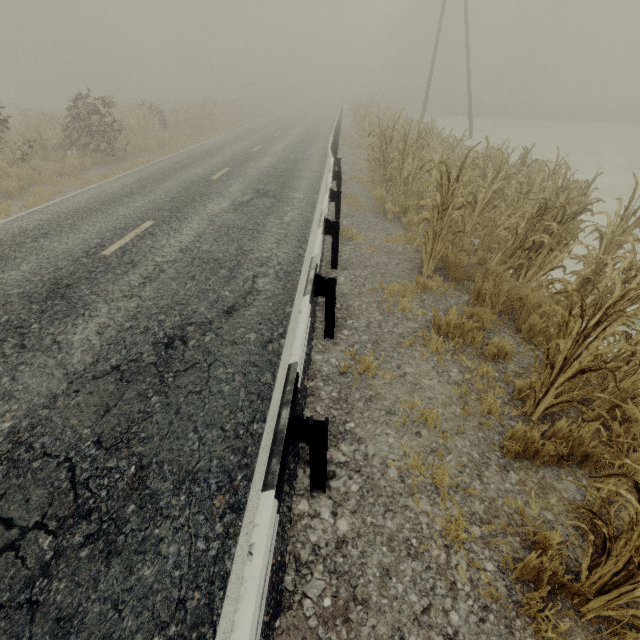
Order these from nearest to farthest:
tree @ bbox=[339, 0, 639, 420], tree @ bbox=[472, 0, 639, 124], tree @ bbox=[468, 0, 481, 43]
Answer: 1. tree @ bbox=[339, 0, 639, 420]
2. tree @ bbox=[472, 0, 639, 124]
3. tree @ bbox=[468, 0, 481, 43]

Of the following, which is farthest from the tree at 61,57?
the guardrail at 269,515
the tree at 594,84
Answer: the tree at 594,84

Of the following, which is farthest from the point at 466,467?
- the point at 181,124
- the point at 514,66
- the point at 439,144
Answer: the point at 514,66

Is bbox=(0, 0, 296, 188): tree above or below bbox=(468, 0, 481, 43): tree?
below

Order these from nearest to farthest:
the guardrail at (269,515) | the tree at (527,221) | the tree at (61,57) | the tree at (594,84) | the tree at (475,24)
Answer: the guardrail at (269,515)
the tree at (527,221)
the tree at (61,57)
the tree at (594,84)
the tree at (475,24)

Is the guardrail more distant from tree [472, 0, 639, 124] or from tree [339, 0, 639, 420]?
tree [472, 0, 639, 124]

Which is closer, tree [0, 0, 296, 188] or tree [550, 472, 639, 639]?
tree [550, 472, 639, 639]

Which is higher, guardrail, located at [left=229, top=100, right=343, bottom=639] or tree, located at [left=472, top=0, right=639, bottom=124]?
tree, located at [left=472, top=0, right=639, bottom=124]
